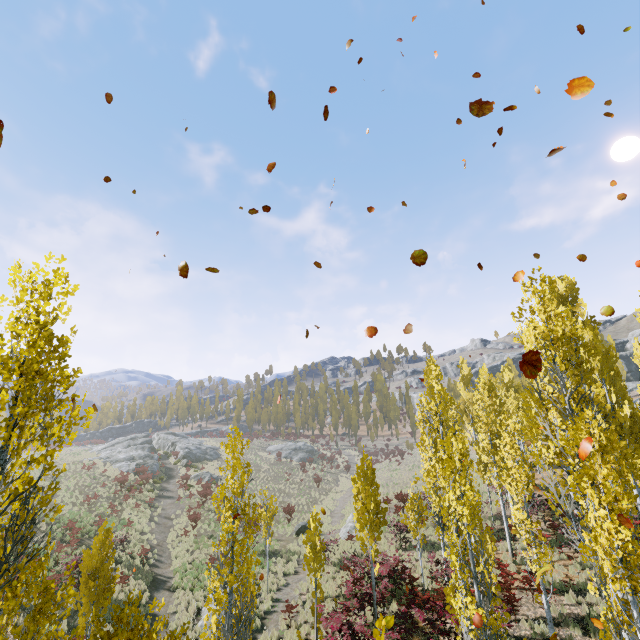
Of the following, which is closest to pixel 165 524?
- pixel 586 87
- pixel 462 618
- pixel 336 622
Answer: pixel 336 622

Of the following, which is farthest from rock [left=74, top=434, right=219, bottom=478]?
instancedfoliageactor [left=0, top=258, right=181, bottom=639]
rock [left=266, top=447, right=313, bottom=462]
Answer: instancedfoliageactor [left=0, top=258, right=181, bottom=639]

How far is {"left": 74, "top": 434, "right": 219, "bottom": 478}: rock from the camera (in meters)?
40.28

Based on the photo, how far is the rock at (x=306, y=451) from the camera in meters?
55.3

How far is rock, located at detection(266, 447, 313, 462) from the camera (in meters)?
55.31

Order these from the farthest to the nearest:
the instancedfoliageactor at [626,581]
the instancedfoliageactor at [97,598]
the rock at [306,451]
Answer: the rock at [306,451], the instancedfoliageactor at [626,581], the instancedfoliageactor at [97,598]
